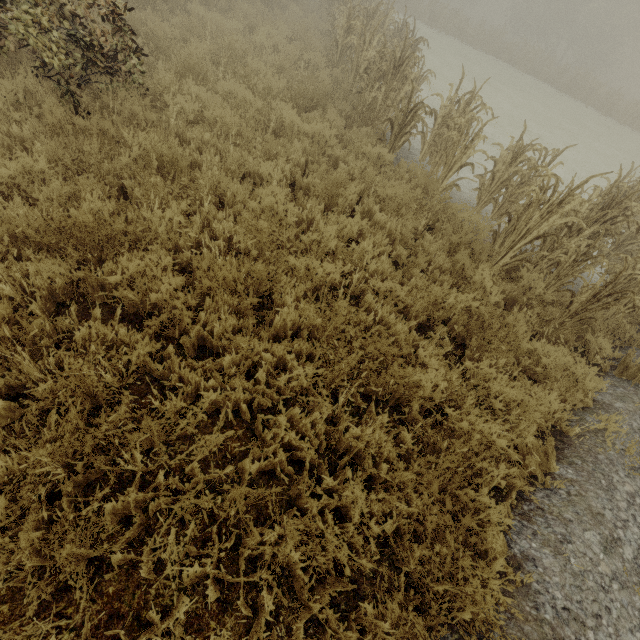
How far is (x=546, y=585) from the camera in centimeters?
245cm

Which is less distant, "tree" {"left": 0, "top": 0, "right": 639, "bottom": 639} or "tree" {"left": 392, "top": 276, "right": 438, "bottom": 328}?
"tree" {"left": 0, "top": 0, "right": 639, "bottom": 639}

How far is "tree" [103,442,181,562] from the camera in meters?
2.1

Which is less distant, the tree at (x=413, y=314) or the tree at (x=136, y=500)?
the tree at (x=136, y=500)

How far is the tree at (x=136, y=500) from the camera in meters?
2.1 m
